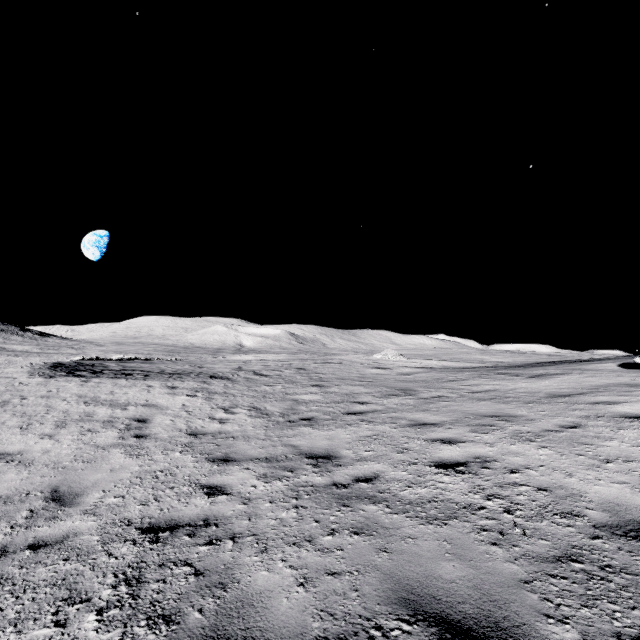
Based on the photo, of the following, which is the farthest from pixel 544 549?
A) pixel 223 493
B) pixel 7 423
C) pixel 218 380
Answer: pixel 218 380
